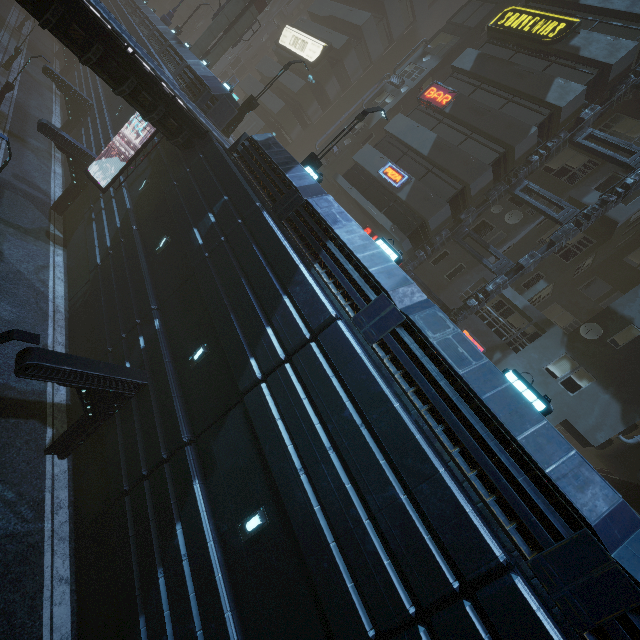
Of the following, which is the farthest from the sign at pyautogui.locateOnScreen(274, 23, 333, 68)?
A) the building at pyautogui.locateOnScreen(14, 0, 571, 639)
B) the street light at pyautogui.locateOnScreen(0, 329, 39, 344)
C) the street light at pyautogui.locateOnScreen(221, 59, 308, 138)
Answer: the street light at pyautogui.locateOnScreen(0, 329, 39, 344)

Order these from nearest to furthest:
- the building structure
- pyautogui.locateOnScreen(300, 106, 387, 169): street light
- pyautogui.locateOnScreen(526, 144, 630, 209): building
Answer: pyautogui.locateOnScreen(300, 106, 387, 169): street light
the building structure
pyautogui.locateOnScreen(526, 144, 630, 209): building

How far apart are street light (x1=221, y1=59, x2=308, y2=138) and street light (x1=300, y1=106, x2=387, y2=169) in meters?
8.2 m

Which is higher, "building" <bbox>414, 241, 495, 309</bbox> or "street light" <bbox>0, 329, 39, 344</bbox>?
"building" <bbox>414, 241, 495, 309</bbox>

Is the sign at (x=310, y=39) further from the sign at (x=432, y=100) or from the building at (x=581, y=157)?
the sign at (x=432, y=100)

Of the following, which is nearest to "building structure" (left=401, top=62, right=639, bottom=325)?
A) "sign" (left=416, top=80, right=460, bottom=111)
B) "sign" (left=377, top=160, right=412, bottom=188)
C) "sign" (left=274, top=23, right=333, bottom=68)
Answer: "sign" (left=377, top=160, right=412, bottom=188)

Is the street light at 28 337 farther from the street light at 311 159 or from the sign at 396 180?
the sign at 396 180

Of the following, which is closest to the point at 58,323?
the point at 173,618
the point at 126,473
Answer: the point at 126,473
